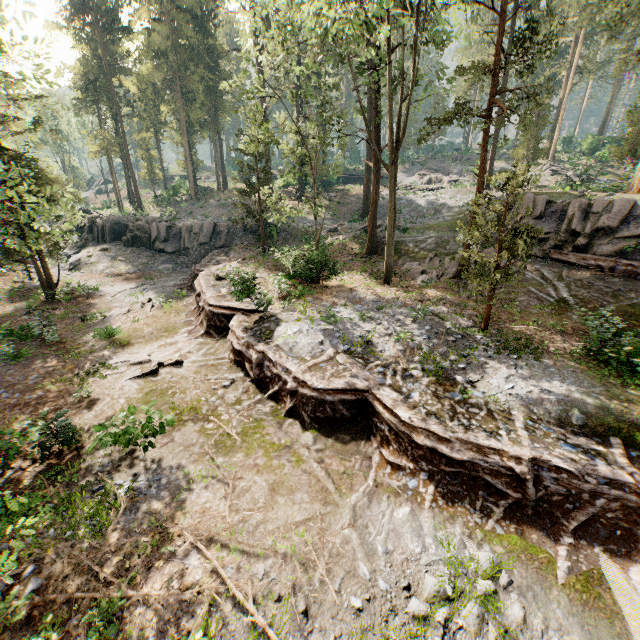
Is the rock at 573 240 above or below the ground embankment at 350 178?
below

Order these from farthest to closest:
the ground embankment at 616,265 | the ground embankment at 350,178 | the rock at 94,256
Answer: the ground embankment at 350,178
the rock at 94,256
the ground embankment at 616,265

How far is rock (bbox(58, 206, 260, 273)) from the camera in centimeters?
3038cm

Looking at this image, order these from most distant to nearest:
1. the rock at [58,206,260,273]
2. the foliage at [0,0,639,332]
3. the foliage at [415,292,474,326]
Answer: the rock at [58,206,260,273] < the foliage at [415,292,474,326] < the foliage at [0,0,639,332]

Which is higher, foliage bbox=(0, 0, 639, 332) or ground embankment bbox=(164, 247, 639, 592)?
foliage bbox=(0, 0, 639, 332)

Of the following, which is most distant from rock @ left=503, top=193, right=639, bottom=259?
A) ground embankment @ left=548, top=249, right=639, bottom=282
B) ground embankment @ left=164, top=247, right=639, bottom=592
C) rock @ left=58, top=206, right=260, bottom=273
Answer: rock @ left=58, top=206, right=260, bottom=273

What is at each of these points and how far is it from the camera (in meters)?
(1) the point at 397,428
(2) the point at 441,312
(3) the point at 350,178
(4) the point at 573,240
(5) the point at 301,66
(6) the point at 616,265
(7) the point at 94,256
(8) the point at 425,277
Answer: (1) ground embankment, 9.57
(2) foliage, 15.31
(3) ground embankment, 53.69
(4) rock, 19.22
(5) foliage, 19.41
(6) ground embankment, 17.11
(7) rock, 31.06
(8) foliage, 19.94

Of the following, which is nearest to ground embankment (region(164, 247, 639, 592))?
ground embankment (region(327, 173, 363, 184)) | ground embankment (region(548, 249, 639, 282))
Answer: ground embankment (region(548, 249, 639, 282))
